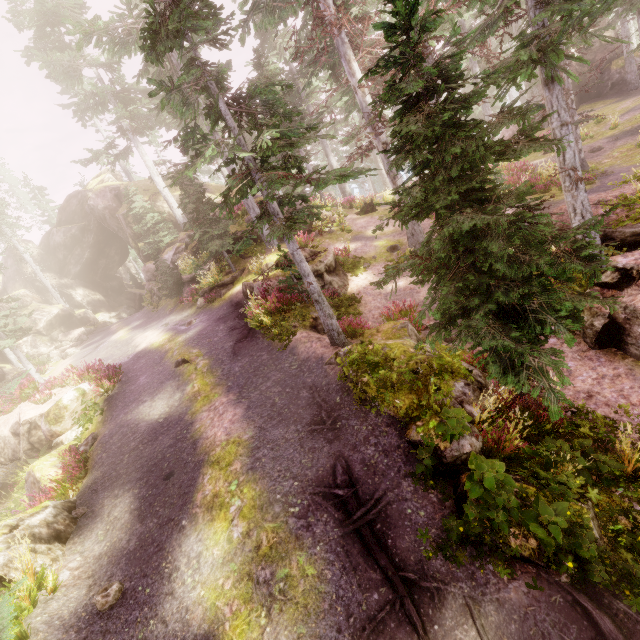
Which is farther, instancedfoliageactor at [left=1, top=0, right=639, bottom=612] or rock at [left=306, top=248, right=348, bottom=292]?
rock at [left=306, top=248, right=348, bottom=292]

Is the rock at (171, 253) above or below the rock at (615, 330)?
above

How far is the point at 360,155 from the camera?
15.6 meters

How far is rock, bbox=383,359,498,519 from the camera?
5.6m

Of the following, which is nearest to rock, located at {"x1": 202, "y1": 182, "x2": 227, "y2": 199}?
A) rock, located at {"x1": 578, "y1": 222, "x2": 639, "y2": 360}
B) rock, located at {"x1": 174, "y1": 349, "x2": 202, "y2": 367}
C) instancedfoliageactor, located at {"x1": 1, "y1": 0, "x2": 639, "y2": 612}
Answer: instancedfoliageactor, located at {"x1": 1, "y1": 0, "x2": 639, "y2": 612}

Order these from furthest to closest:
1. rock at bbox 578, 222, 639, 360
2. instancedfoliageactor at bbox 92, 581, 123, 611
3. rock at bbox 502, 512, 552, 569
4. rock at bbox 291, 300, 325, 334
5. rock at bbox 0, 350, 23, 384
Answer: rock at bbox 0, 350, 23, 384
rock at bbox 291, 300, 325, 334
rock at bbox 578, 222, 639, 360
instancedfoliageactor at bbox 92, 581, 123, 611
rock at bbox 502, 512, 552, 569

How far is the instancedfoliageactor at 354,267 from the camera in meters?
16.5 m

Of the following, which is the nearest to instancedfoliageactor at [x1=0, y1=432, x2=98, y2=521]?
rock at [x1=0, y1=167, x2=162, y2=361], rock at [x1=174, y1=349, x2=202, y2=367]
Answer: rock at [x1=0, y1=167, x2=162, y2=361]
